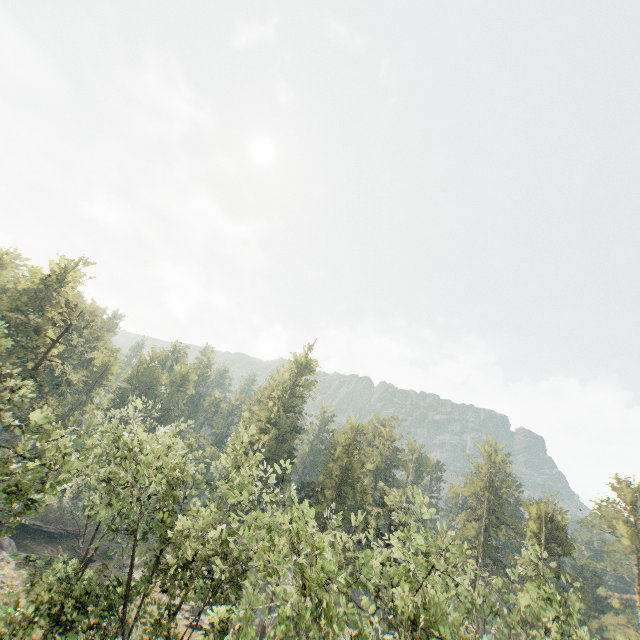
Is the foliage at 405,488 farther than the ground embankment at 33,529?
No

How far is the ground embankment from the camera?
41.8 meters

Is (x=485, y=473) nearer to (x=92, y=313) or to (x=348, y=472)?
(x=348, y=472)

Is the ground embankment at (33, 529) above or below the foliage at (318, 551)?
below

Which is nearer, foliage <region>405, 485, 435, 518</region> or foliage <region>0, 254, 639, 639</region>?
foliage <region>0, 254, 639, 639</region>

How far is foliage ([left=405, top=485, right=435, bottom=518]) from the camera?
16.1 meters

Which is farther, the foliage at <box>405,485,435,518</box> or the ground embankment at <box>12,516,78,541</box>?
the ground embankment at <box>12,516,78,541</box>
